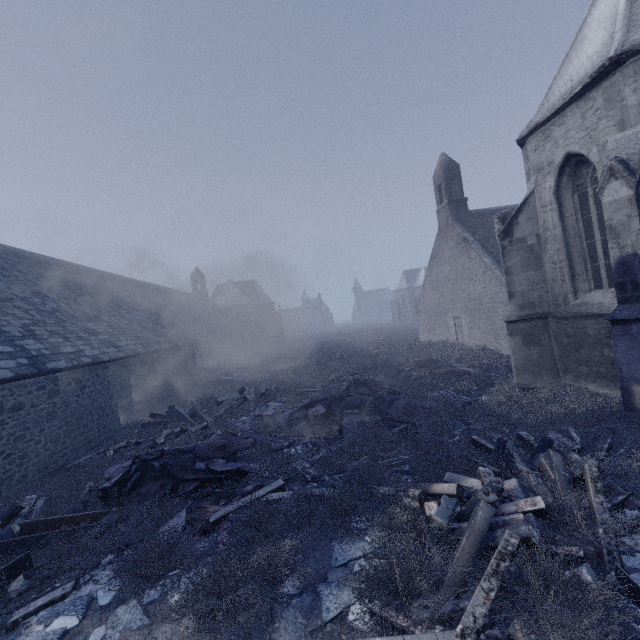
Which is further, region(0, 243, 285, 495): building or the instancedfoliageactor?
region(0, 243, 285, 495): building

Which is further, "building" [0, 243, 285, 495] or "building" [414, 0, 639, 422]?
"building" [0, 243, 285, 495]

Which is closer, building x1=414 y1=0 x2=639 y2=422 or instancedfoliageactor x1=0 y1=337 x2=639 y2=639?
instancedfoliageactor x1=0 y1=337 x2=639 y2=639

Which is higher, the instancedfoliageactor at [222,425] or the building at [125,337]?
the building at [125,337]

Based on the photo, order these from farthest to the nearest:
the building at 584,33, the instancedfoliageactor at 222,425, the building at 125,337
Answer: the building at 125,337 < the building at 584,33 < the instancedfoliageactor at 222,425

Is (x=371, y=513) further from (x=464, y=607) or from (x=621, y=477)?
(x=621, y=477)

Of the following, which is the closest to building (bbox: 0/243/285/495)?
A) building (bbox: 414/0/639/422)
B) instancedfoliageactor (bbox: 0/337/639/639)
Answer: instancedfoliageactor (bbox: 0/337/639/639)
